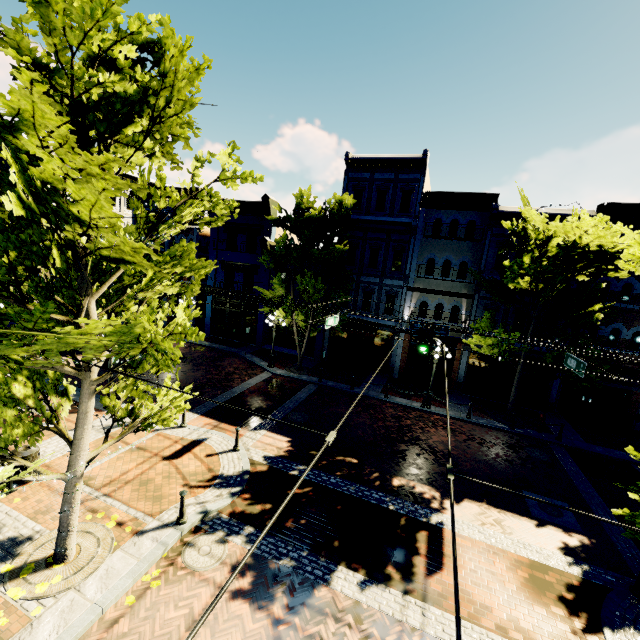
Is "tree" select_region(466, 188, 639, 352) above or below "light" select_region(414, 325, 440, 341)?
above

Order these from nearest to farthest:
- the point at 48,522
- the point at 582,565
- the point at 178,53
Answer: the point at 178,53 → the point at 48,522 → the point at 582,565

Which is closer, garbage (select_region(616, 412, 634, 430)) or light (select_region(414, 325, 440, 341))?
light (select_region(414, 325, 440, 341))

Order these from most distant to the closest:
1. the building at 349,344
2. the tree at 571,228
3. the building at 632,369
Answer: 1. the building at 349,344
2. the building at 632,369
3. the tree at 571,228

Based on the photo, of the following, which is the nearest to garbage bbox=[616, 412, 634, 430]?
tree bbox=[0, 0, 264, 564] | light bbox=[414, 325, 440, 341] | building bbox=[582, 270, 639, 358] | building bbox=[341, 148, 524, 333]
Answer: building bbox=[341, 148, 524, 333]

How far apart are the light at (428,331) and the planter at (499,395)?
9.27m

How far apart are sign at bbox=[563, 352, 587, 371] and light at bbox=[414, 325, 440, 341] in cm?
425

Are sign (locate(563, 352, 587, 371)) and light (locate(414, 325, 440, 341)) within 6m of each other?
yes
